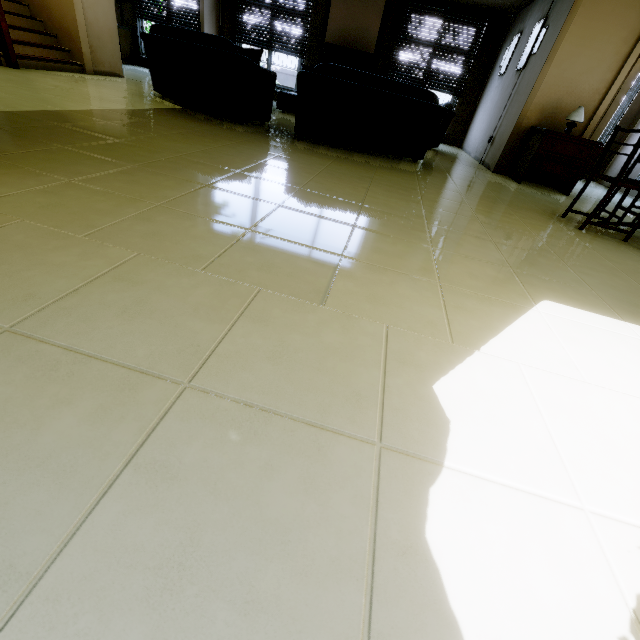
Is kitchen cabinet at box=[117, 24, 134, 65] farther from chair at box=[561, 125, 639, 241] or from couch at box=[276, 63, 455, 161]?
chair at box=[561, 125, 639, 241]

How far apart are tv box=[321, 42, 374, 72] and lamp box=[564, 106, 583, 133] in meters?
5.2

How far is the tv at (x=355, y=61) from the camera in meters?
8.1

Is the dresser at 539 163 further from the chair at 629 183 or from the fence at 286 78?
the fence at 286 78

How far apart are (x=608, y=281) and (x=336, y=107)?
3.5 meters

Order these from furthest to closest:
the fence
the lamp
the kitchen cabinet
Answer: the fence → the kitchen cabinet → the lamp

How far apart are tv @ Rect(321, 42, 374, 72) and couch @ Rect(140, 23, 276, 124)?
4.4 meters

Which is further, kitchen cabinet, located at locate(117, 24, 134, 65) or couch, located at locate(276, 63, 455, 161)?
kitchen cabinet, located at locate(117, 24, 134, 65)
